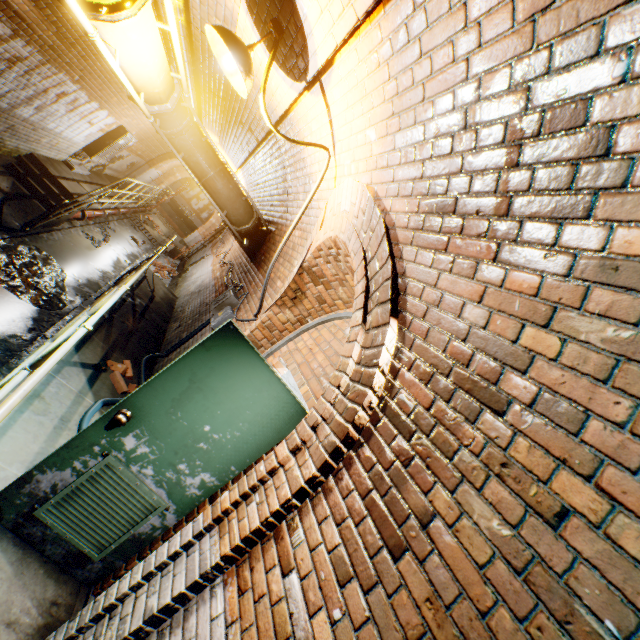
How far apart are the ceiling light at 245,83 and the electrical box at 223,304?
3.23m

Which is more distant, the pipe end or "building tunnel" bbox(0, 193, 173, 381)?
"building tunnel" bbox(0, 193, 173, 381)

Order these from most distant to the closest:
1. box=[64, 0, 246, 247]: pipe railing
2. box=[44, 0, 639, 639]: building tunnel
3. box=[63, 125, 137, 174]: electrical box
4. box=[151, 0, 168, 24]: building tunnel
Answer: box=[63, 125, 137, 174]: electrical box → box=[151, 0, 168, 24]: building tunnel → box=[64, 0, 246, 247]: pipe railing → box=[44, 0, 639, 639]: building tunnel

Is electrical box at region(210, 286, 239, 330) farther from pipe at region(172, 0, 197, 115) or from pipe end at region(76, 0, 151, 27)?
pipe end at region(76, 0, 151, 27)

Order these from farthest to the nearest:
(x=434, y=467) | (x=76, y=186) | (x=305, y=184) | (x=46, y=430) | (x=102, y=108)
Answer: (x=76, y=186)
(x=102, y=108)
(x=305, y=184)
(x=46, y=430)
(x=434, y=467)

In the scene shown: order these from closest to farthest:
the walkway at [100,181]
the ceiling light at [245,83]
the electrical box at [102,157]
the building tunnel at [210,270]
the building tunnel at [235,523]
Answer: the building tunnel at [235,523] < the ceiling light at [245,83] < the building tunnel at [210,270] < the walkway at [100,181] < the electrical box at [102,157]

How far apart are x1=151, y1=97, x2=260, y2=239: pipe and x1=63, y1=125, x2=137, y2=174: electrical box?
6.11m

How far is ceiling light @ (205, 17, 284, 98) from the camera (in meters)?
2.23
